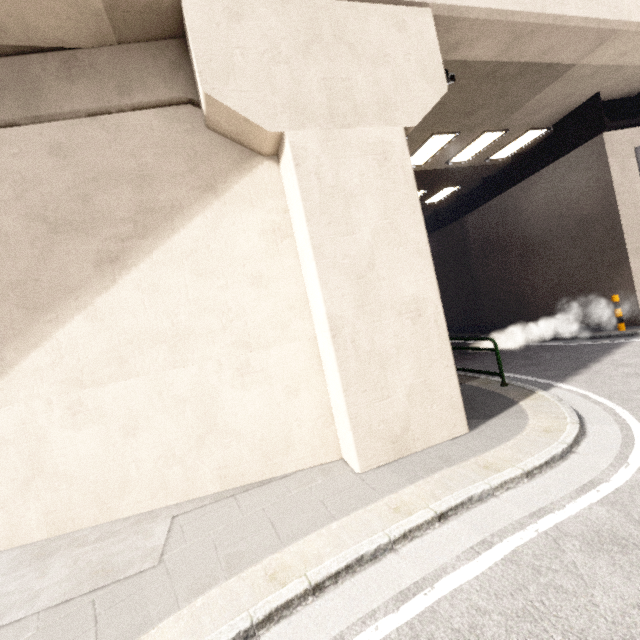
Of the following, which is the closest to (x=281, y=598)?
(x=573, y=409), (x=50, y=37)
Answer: (x=573, y=409)

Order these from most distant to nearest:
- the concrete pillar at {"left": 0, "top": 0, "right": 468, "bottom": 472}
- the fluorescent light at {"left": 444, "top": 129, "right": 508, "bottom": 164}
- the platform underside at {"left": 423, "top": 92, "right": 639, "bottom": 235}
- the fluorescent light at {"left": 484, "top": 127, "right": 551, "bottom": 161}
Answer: the fluorescent light at {"left": 484, "top": 127, "right": 551, "bottom": 161} < the fluorescent light at {"left": 444, "top": 129, "right": 508, "bottom": 164} < the platform underside at {"left": 423, "top": 92, "right": 639, "bottom": 235} < the concrete pillar at {"left": 0, "top": 0, "right": 468, "bottom": 472}

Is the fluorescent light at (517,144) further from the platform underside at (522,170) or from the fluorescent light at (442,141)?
the fluorescent light at (442,141)

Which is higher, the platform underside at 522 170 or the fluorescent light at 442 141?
the fluorescent light at 442 141

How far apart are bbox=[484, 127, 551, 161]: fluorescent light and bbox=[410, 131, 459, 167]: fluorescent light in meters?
2.9

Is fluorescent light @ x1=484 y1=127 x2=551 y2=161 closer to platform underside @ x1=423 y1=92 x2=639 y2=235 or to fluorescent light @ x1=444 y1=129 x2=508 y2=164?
platform underside @ x1=423 y1=92 x2=639 y2=235

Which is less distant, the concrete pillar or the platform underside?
the concrete pillar

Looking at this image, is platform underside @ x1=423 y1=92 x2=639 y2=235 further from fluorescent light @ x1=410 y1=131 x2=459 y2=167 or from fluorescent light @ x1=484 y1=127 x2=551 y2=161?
fluorescent light @ x1=410 y1=131 x2=459 y2=167
